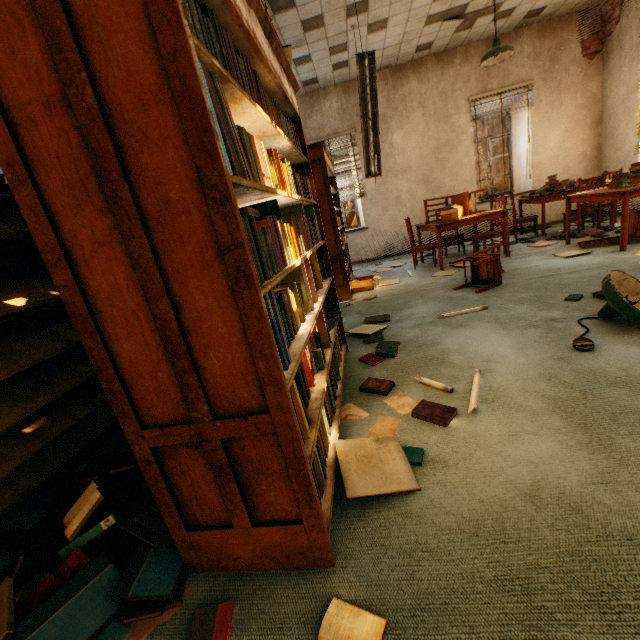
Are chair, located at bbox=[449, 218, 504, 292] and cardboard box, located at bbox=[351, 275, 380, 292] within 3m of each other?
yes

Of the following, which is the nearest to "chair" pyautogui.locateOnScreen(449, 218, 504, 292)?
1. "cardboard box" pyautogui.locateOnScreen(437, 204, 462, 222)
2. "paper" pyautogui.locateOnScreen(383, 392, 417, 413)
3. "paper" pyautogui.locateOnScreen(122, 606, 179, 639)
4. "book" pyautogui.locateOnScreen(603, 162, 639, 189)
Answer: "cardboard box" pyautogui.locateOnScreen(437, 204, 462, 222)

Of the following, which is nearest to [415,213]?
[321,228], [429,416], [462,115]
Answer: [462,115]

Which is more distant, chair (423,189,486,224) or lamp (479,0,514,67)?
chair (423,189,486,224)

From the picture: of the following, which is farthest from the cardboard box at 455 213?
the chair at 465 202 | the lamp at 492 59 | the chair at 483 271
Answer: the lamp at 492 59

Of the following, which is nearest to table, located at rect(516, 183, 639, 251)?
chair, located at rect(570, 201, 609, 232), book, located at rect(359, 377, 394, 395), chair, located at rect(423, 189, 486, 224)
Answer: chair, located at rect(570, 201, 609, 232)

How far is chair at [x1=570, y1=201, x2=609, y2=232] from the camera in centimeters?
563cm

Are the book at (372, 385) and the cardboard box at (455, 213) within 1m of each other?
no
